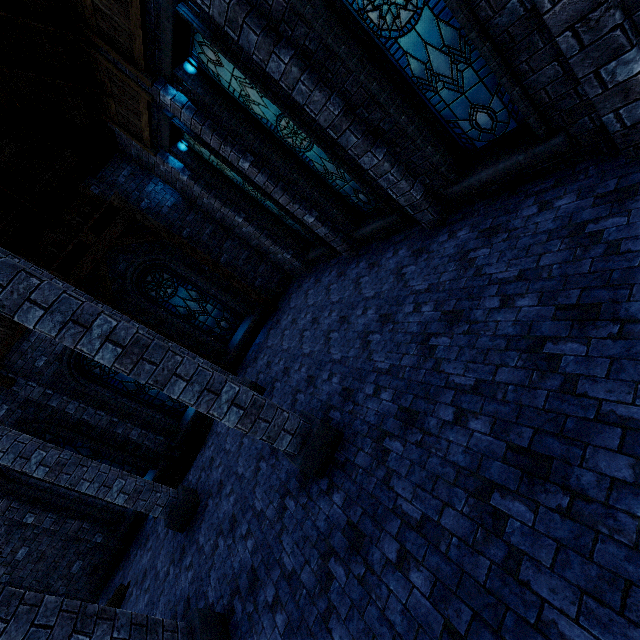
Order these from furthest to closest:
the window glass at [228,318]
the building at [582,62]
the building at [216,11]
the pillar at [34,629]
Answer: the window glass at [228,318], the building at [216,11], the pillar at [34,629], the building at [582,62]

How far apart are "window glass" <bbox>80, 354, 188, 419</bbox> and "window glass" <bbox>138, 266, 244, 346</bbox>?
1.5 meters

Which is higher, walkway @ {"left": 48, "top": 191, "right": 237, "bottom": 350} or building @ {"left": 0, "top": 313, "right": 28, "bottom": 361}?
building @ {"left": 0, "top": 313, "right": 28, "bottom": 361}

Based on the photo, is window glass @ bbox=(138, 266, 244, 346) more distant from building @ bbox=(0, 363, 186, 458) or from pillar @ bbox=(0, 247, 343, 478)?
pillar @ bbox=(0, 247, 343, 478)

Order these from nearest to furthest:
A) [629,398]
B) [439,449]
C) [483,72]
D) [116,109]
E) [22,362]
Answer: [629,398] → [439,449] → [483,72] → [116,109] → [22,362]

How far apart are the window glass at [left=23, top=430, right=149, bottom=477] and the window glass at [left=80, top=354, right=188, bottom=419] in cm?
150

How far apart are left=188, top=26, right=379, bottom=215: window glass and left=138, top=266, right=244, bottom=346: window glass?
6.4 meters

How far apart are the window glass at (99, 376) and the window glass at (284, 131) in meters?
8.1 m
